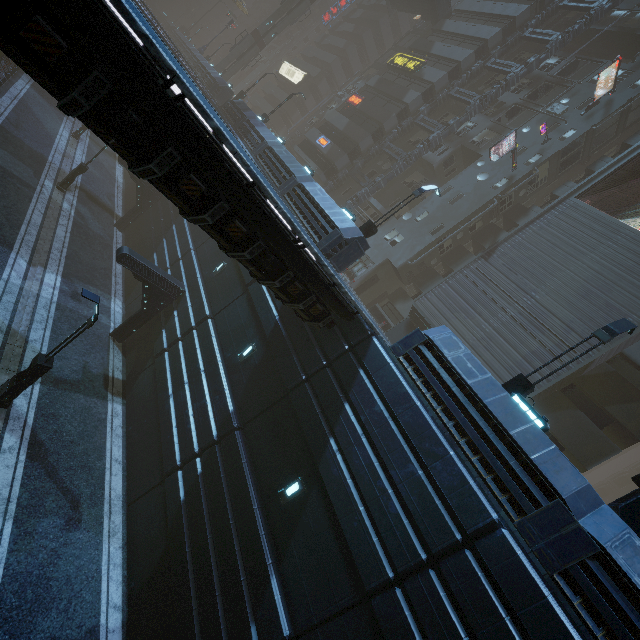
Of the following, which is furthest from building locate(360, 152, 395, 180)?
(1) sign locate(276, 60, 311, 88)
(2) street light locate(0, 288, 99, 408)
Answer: (2) street light locate(0, 288, 99, 408)

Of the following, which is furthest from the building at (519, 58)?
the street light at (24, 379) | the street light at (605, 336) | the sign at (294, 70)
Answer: the street light at (24, 379)

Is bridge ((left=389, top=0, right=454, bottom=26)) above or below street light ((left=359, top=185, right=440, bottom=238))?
above

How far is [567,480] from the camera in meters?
7.5

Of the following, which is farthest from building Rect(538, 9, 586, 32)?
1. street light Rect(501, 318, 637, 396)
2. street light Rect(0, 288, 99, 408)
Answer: street light Rect(0, 288, 99, 408)

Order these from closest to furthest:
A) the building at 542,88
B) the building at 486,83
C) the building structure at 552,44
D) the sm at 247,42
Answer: the building at 542,88 → the building structure at 552,44 → the building at 486,83 → the sm at 247,42

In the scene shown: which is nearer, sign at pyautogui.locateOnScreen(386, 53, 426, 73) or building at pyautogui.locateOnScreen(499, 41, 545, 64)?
building at pyautogui.locateOnScreen(499, 41, 545, 64)

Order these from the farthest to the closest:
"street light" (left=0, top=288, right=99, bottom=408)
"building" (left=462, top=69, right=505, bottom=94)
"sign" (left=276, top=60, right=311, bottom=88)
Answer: "sign" (left=276, top=60, right=311, bottom=88), "building" (left=462, top=69, right=505, bottom=94), "street light" (left=0, top=288, right=99, bottom=408)
